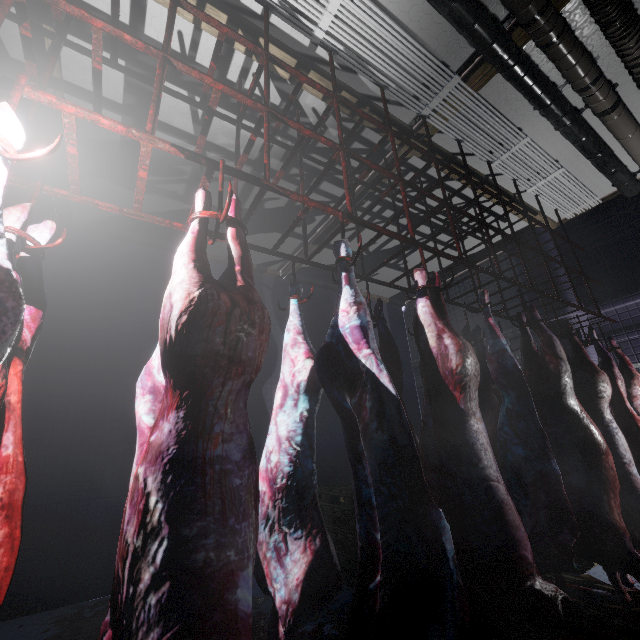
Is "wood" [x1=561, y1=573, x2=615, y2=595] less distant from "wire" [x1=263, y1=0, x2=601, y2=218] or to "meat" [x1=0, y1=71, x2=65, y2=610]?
"meat" [x1=0, y1=71, x2=65, y2=610]

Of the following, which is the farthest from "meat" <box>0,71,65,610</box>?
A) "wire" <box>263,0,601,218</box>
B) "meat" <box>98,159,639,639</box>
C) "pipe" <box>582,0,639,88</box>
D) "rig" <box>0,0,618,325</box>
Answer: "pipe" <box>582,0,639,88</box>

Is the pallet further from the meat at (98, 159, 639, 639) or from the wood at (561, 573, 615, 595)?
the meat at (98, 159, 639, 639)

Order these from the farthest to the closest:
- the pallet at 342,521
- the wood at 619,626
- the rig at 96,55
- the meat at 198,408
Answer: the pallet at 342,521, the wood at 619,626, the rig at 96,55, the meat at 198,408

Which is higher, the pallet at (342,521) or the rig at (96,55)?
the rig at (96,55)

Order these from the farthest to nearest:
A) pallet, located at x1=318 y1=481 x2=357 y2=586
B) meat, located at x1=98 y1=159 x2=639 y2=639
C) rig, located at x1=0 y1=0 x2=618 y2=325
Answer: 1. pallet, located at x1=318 y1=481 x2=357 y2=586
2. rig, located at x1=0 y1=0 x2=618 y2=325
3. meat, located at x1=98 y1=159 x2=639 y2=639

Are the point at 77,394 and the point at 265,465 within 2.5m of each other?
no

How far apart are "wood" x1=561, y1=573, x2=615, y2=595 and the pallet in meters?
0.8 m
